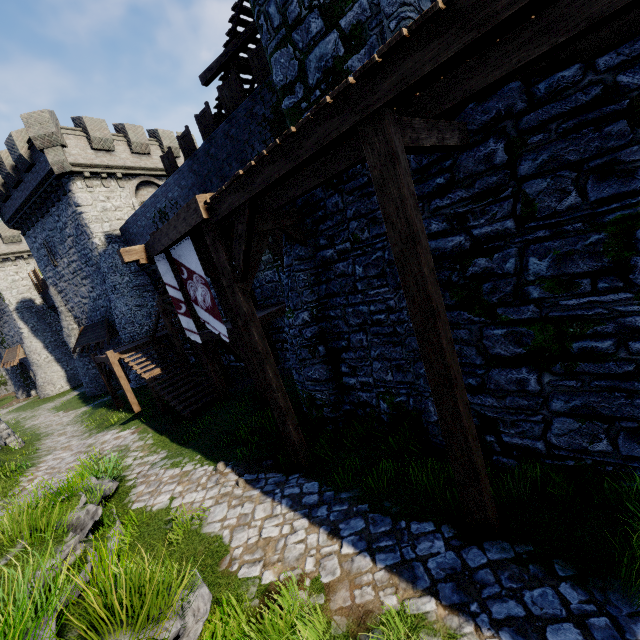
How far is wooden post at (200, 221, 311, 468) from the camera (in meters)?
6.30

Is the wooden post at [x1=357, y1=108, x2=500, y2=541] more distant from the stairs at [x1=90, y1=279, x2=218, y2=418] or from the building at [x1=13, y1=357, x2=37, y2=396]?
the building at [x1=13, y1=357, x2=37, y2=396]

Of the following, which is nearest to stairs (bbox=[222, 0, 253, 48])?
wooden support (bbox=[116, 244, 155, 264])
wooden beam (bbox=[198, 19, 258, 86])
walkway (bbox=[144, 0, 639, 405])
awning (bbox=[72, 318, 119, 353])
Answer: wooden beam (bbox=[198, 19, 258, 86])

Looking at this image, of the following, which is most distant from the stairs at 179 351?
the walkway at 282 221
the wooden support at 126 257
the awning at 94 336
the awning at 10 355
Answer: the awning at 10 355

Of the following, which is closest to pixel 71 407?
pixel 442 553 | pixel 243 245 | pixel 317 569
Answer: pixel 243 245

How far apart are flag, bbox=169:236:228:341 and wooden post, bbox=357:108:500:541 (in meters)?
5.45

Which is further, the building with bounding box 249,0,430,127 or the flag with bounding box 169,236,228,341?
the flag with bounding box 169,236,228,341

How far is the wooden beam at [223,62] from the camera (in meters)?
11.32
